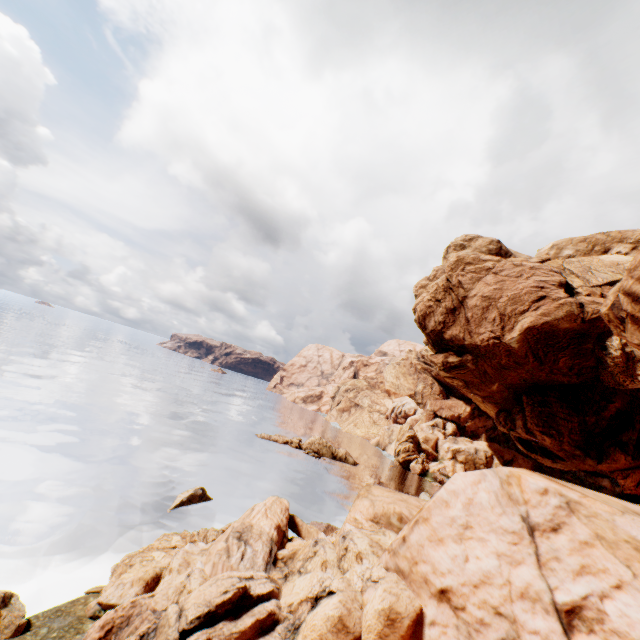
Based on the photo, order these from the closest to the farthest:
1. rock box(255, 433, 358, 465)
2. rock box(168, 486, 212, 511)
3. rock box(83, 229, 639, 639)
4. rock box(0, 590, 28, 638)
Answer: rock box(83, 229, 639, 639), rock box(0, 590, 28, 638), rock box(168, 486, 212, 511), rock box(255, 433, 358, 465)

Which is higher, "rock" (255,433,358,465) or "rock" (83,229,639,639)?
"rock" (83,229,639,639)

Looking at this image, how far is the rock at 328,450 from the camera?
51.50m

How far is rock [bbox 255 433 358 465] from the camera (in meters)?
51.50

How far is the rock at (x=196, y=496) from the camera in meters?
23.3 m

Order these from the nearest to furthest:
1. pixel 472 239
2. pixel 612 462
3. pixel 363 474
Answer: pixel 612 462
pixel 363 474
pixel 472 239

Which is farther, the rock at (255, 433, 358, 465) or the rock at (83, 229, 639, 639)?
the rock at (255, 433, 358, 465)
